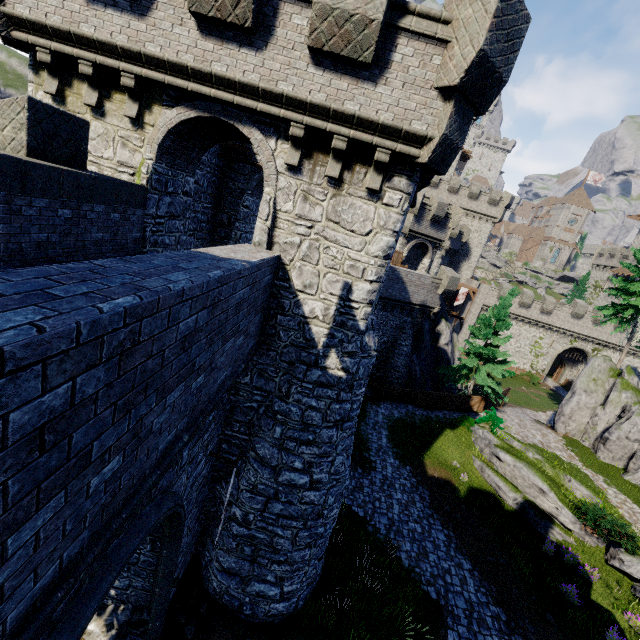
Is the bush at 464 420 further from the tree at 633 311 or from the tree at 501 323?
the tree at 633 311

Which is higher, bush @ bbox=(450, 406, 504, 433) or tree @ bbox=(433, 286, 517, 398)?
tree @ bbox=(433, 286, 517, 398)

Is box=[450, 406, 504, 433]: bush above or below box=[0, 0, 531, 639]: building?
below

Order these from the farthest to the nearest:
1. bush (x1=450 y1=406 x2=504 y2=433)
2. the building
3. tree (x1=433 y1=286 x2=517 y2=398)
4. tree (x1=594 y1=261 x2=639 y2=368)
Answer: tree (x1=433 y1=286 x2=517 y2=398)
tree (x1=594 y1=261 x2=639 y2=368)
bush (x1=450 y1=406 x2=504 y2=433)
the building

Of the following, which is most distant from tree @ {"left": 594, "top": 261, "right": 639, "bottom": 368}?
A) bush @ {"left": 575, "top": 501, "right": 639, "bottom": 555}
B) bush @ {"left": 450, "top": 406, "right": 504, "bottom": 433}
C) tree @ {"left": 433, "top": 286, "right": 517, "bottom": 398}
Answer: bush @ {"left": 575, "top": 501, "right": 639, "bottom": 555}

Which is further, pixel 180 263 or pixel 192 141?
pixel 192 141

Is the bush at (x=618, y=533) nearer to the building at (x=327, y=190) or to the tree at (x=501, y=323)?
the tree at (x=501, y=323)

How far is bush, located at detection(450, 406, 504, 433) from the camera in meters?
21.7 m
